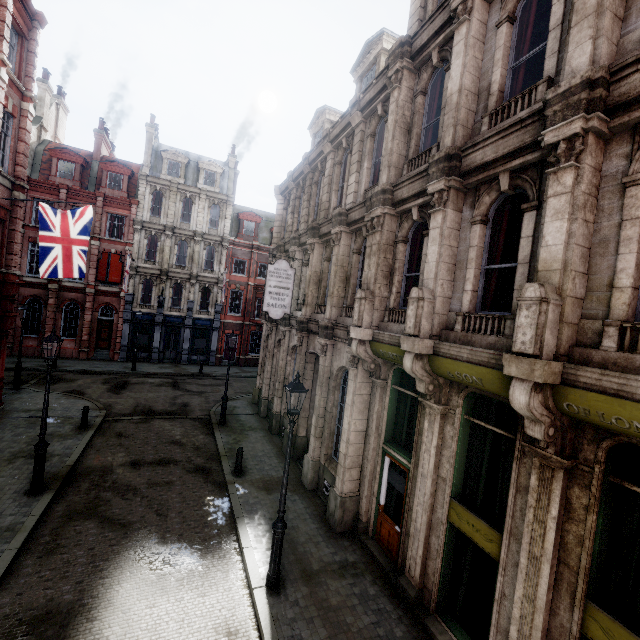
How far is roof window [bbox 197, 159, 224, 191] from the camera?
30.8 meters

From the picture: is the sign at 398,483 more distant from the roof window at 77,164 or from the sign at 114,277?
the roof window at 77,164

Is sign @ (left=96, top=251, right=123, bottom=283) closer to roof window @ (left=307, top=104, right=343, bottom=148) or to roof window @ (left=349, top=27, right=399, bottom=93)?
roof window @ (left=307, top=104, right=343, bottom=148)

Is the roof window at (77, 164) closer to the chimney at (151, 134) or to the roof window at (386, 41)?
the chimney at (151, 134)

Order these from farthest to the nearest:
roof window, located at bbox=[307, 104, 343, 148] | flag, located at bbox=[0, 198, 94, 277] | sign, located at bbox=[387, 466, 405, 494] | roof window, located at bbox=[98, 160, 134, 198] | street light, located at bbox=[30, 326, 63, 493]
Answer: roof window, located at bbox=[98, 160, 134, 198]
roof window, located at bbox=[307, 104, 343, 148]
flag, located at bbox=[0, 198, 94, 277]
street light, located at bbox=[30, 326, 63, 493]
sign, located at bbox=[387, 466, 405, 494]

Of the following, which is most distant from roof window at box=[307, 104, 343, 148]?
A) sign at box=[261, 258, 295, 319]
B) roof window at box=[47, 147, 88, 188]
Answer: roof window at box=[47, 147, 88, 188]

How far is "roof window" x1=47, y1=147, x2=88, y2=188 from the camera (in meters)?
26.33

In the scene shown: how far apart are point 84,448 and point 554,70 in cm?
1752
